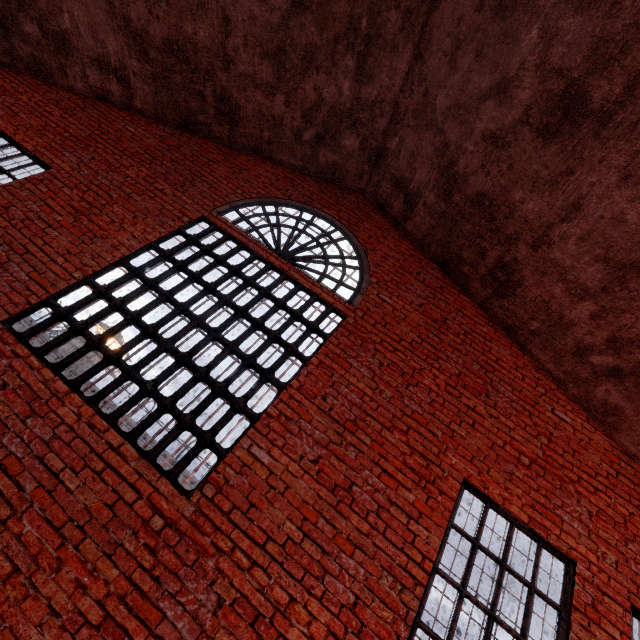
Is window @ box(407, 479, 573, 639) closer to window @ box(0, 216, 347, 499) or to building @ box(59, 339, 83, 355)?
window @ box(0, 216, 347, 499)

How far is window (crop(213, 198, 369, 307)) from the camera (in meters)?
5.21

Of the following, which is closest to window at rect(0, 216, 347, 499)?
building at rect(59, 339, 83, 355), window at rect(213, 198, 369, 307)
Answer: window at rect(213, 198, 369, 307)

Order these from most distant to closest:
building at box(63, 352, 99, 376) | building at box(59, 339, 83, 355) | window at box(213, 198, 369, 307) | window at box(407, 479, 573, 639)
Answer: building at box(59, 339, 83, 355) → building at box(63, 352, 99, 376) → window at box(213, 198, 369, 307) → window at box(407, 479, 573, 639)

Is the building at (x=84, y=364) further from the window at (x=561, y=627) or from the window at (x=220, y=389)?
the window at (x=561, y=627)

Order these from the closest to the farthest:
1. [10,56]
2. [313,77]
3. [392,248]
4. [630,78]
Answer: [630,78] → [313,77] → [392,248] → [10,56]

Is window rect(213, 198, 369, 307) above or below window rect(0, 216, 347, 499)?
above

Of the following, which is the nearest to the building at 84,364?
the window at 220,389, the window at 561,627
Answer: the window at 220,389
